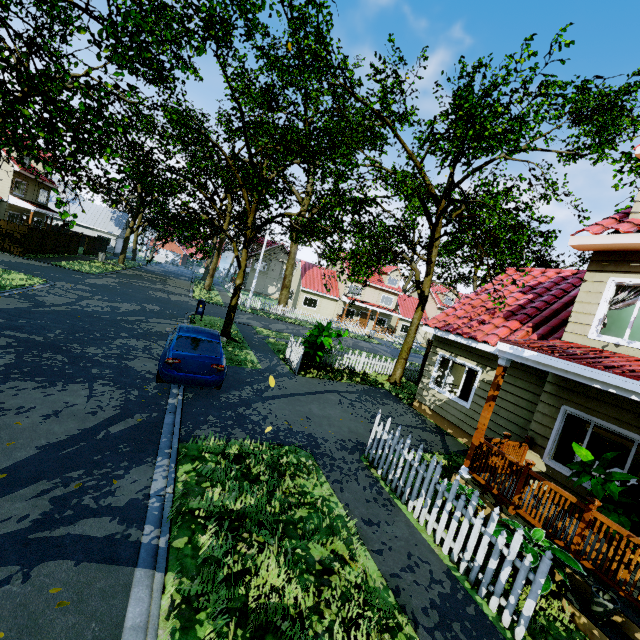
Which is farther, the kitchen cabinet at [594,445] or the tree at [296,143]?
the kitchen cabinet at [594,445]

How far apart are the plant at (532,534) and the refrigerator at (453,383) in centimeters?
669cm

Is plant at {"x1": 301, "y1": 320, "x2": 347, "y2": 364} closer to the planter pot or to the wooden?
the wooden

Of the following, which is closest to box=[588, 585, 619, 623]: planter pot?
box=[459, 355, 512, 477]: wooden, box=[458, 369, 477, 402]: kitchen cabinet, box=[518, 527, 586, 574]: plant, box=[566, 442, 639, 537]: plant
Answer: box=[518, 527, 586, 574]: plant

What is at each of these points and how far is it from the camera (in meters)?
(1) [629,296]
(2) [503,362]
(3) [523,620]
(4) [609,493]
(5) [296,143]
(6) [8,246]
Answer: (1) curtain, 6.83
(2) wooden, 6.86
(3) fence, 4.00
(4) plant, 5.26
(5) tree, 12.84
(6) fence, 22.62

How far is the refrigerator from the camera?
12.20m

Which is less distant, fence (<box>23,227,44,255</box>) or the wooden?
the wooden

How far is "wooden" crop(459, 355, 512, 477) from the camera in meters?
6.9 m
